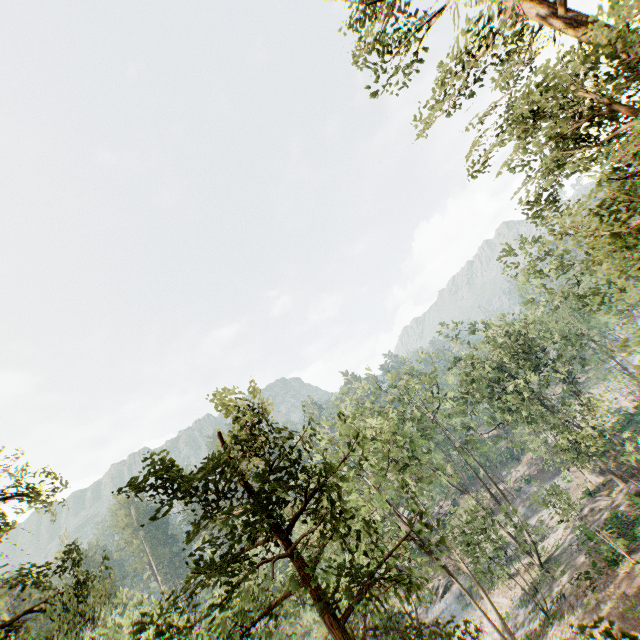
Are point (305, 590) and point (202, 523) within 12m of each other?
yes

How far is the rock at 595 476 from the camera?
36.7m

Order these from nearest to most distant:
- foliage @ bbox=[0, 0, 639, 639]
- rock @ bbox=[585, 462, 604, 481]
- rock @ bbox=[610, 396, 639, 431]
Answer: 1. foliage @ bbox=[0, 0, 639, 639]
2. rock @ bbox=[585, 462, 604, 481]
3. rock @ bbox=[610, 396, 639, 431]

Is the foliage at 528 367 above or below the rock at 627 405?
above

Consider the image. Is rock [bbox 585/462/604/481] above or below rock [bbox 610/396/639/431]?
below

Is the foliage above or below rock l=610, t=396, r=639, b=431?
above

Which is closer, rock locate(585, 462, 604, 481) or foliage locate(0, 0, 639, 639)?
foliage locate(0, 0, 639, 639)
